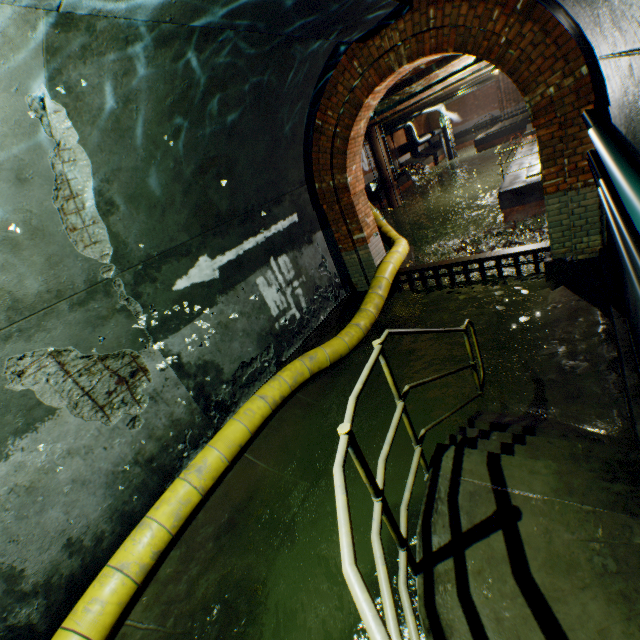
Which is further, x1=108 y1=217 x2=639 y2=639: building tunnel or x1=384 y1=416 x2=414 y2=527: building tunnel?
x1=384 y1=416 x2=414 y2=527: building tunnel

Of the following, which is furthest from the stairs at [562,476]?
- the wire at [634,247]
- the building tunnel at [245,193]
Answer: the wire at [634,247]

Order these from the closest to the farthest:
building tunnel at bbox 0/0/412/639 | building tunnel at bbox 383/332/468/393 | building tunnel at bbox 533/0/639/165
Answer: building tunnel at bbox 533/0/639/165
building tunnel at bbox 0/0/412/639
building tunnel at bbox 383/332/468/393

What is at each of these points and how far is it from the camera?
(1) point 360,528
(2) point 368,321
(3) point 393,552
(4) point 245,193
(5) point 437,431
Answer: (1) building tunnel, 3.4 meters
(2) large conduit, 6.2 meters
(3) building tunnel, 3.1 meters
(4) building tunnel, 5.1 meters
(5) building tunnel, 4.0 meters

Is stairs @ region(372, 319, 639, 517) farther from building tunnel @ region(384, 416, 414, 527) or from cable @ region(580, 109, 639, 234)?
cable @ region(580, 109, 639, 234)

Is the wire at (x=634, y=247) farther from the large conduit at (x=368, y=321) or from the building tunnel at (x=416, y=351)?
the large conduit at (x=368, y=321)

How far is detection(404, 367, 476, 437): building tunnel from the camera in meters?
4.3
